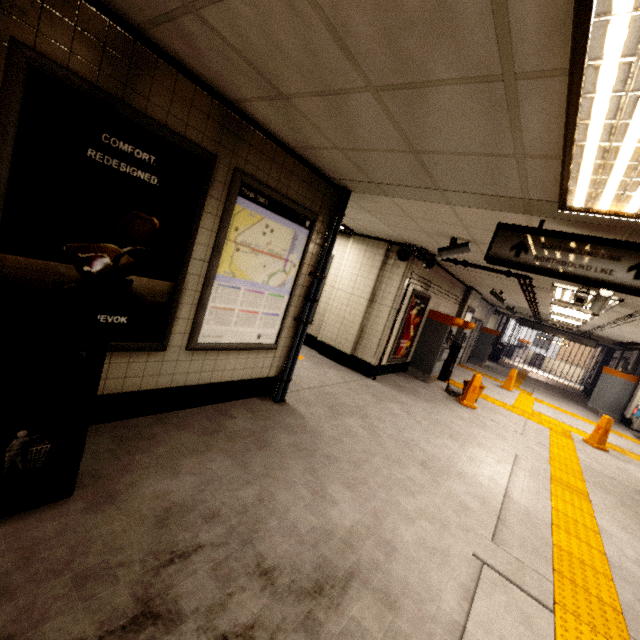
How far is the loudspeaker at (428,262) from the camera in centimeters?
636cm

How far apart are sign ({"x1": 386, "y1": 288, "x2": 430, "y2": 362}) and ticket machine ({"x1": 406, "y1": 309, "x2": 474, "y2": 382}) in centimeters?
33cm

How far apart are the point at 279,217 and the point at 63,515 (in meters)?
3.00

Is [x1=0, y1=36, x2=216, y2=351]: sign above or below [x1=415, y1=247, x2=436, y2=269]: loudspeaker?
below

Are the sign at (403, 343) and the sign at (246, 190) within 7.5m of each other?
yes

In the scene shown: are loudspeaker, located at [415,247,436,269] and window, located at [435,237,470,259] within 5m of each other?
yes

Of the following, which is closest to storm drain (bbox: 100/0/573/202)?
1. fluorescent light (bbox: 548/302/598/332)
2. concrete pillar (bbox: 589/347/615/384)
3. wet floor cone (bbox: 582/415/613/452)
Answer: wet floor cone (bbox: 582/415/613/452)

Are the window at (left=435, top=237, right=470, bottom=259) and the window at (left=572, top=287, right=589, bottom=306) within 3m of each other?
yes
